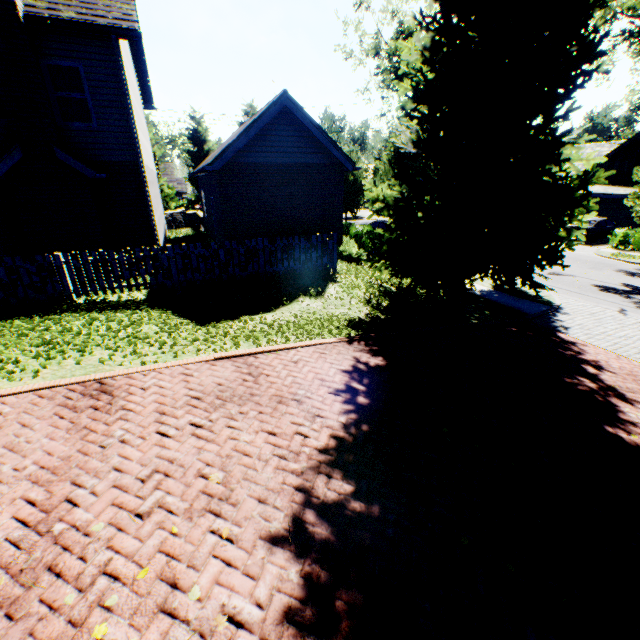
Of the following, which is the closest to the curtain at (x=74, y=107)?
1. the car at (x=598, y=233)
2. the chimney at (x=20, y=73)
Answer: the chimney at (x=20, y=73)

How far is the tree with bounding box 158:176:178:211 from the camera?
32.84m

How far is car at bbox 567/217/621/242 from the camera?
23.0 meters

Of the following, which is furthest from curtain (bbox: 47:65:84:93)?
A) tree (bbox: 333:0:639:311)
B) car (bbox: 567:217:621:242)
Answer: car (bbox: 567:217:621:242)

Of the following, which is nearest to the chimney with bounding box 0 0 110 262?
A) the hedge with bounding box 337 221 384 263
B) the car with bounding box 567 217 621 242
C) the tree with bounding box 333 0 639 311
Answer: the hedge with bounding box 337 221 384 263

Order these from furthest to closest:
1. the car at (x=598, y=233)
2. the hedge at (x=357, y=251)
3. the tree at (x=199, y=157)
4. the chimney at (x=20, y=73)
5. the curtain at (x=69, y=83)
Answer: the tree at (x=199, y=157) < the car at (x=598, y=233) < the hedge at (x=357, y=251) < the curtain at (x=69, y=83) < the chimney at (x=20, y=73)

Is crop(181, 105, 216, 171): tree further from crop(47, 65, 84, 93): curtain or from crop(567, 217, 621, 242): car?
crop(47, 65, 84, 93): curtain

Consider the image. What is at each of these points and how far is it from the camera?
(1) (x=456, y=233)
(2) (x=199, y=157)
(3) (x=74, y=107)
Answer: (1) tree, 10.0 meters
(2) tree, 32.9 meters
(3) curtain, 9.9 meters
